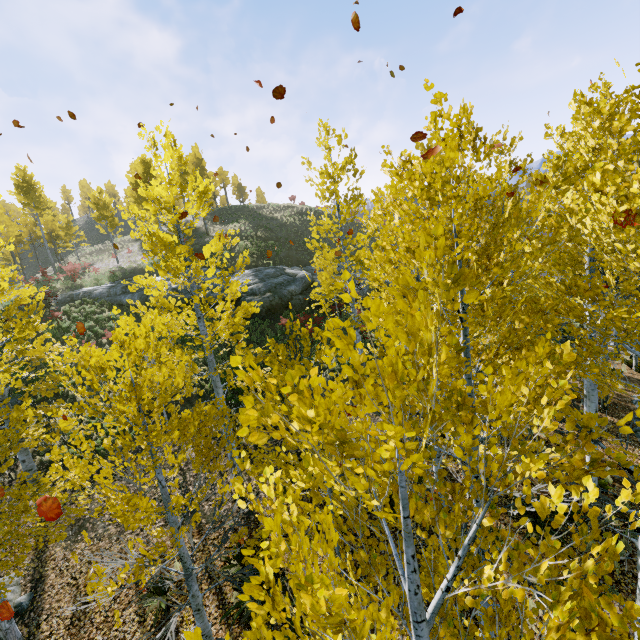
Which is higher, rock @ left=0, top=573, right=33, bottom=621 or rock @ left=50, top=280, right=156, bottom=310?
rock @ left=50, top=280, right=156, bottom=310

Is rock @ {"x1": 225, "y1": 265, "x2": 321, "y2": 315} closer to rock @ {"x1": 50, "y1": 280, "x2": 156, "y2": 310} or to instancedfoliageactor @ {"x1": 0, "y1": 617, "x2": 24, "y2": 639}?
rock @ {"x1": 50, "y1": 280, "x2": 156, "y2": 310}

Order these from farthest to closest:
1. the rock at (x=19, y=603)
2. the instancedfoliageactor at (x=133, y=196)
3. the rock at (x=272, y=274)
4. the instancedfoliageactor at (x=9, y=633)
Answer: the rock at (x=272, y=274)
the rock at (x=19, y=603)
the instancedfoliageactor at (x=9, y=633)
the instancedfoliageactor at (x=133, y=196)

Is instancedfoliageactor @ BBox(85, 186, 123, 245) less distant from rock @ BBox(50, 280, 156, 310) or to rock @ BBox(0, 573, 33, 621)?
rock @ BBox(0, 573, 33, 621)

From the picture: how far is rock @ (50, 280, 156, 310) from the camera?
21.2m

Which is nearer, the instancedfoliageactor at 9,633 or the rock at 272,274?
the instancedfoliageactor at 9,633

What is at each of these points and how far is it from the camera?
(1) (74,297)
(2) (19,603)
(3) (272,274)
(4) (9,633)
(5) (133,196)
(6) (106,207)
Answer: (1) rock, 22.44m
(2) rock, 7.86m
(3) rock, 23.70m
(4) instancedfoliageactor, 6.34m
(5) instancedfoliageactor, 29.30m
(6) instancedfoliageactor, 31.84m

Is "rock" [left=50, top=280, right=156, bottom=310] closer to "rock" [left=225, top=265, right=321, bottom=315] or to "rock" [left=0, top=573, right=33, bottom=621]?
"rock" [left=225, top=265, right=321, bottom=315]
